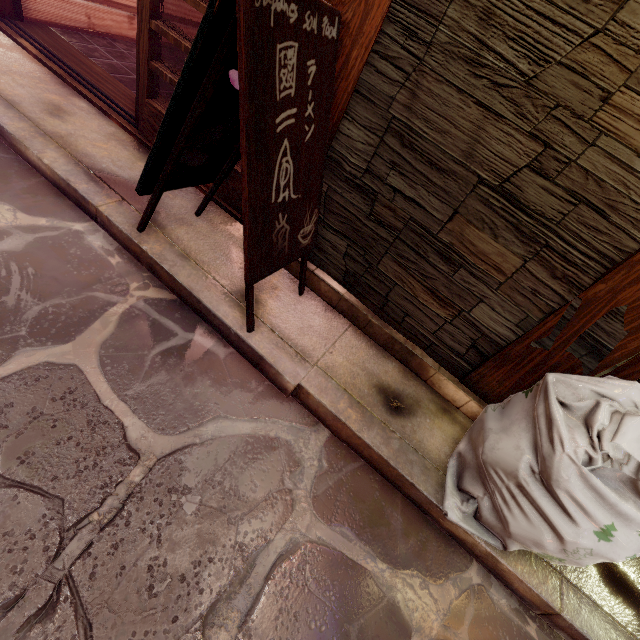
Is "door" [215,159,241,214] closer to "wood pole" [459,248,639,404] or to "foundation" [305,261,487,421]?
"foundation" [305,261,487,421]

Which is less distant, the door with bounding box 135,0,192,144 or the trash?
the trash

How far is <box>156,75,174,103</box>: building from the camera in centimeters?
665cm

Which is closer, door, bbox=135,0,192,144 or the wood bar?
door, bbox=135,0,192,144

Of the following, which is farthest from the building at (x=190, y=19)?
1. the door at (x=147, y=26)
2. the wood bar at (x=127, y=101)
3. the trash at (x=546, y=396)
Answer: the trash at (x=546, y=396)

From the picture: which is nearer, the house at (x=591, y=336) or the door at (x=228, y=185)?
the house at (x=591, y=336)

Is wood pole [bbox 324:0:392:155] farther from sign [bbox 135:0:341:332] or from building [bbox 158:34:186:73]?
building [bbox 158:34:186:73]

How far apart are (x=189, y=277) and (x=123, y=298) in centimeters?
75cm
